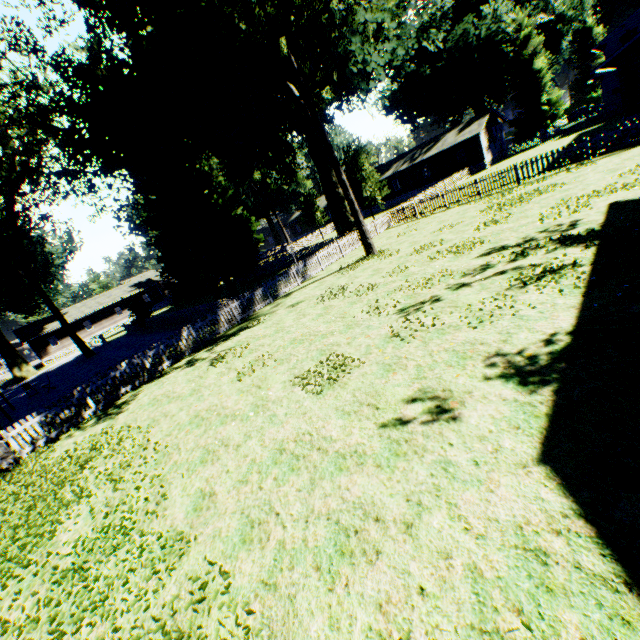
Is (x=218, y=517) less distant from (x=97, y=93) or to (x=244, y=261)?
(x=244, y=261)

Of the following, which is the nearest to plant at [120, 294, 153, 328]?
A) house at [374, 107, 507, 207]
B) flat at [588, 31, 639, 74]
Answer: house at [374, 107, 507, 207]

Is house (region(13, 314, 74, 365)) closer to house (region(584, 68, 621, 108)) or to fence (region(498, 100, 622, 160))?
fence (region(498, 100, 622, 160))

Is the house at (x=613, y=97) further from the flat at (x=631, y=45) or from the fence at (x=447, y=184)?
the flat at (x=631, y=45)

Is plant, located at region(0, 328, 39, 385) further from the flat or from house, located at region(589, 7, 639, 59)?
the flat

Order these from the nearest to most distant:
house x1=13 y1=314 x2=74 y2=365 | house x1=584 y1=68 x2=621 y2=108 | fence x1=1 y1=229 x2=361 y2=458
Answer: fence x1=1 y1=229 x2=361 y2=458, house x1=584 y1=68 x2=621 y2=108, house x1=13 y1=314 x2=74 y2=365

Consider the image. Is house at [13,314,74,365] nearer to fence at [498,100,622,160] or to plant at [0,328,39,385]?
fence at [498,100,622,160]

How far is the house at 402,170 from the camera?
40.6m
